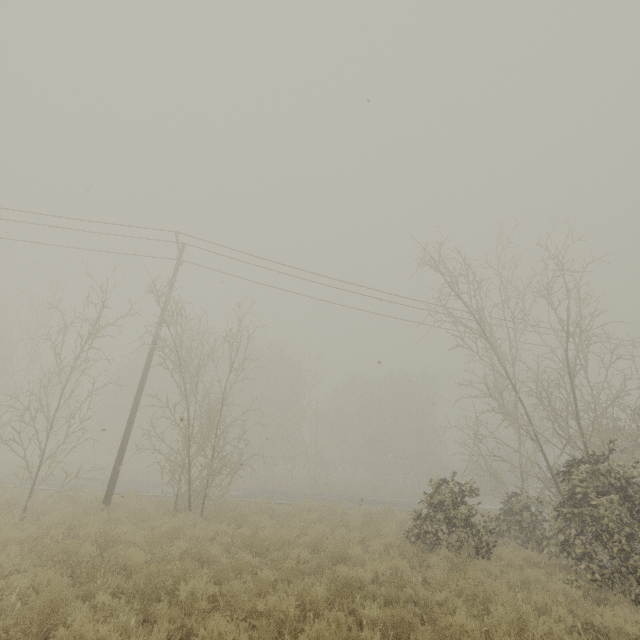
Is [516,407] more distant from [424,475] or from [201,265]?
[424,475]
